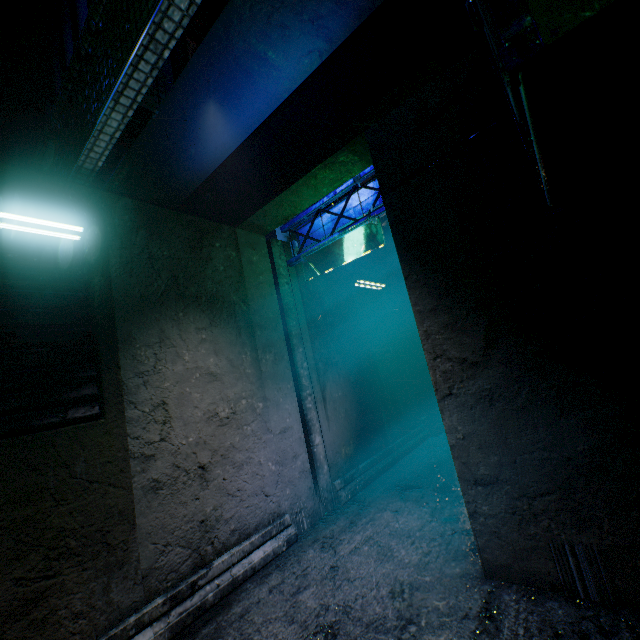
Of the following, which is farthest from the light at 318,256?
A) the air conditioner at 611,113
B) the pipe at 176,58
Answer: the pipe at 176,58

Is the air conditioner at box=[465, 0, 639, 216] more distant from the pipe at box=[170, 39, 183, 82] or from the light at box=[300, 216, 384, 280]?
the pipe at box=[170, 39, 183, 82]

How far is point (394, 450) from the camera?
4.41m

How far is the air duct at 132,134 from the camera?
2.93m

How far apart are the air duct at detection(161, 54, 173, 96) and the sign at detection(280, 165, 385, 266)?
1.3 meters

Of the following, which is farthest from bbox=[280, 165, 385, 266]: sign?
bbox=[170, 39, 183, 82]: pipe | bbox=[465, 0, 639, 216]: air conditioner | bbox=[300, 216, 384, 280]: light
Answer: bbox=[170, 39, 183, 82]: pipe

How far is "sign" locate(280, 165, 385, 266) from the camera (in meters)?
3.07

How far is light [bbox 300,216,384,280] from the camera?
3.12m
